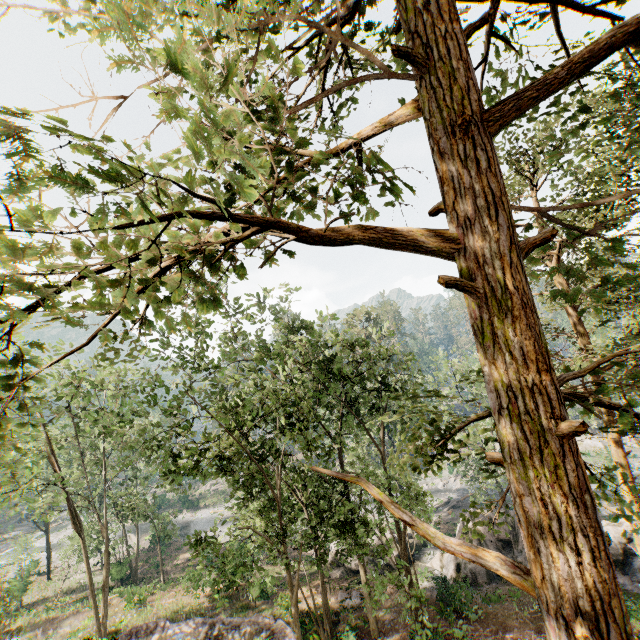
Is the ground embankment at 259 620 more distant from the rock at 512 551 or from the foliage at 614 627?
the foliage at 614 627

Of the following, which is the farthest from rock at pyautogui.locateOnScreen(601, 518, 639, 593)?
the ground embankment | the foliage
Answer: the foliage

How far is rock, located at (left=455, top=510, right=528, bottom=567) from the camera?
22.7m

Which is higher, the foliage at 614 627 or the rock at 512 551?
the foliage at 614 627

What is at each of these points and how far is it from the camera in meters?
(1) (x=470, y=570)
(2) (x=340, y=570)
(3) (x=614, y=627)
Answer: (1) rock, 22.5
(2) rock, 26.8
(3) foliage, 2.5

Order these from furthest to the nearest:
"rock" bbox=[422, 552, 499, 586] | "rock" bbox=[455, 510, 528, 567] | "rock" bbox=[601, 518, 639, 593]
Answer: "rock" bbox=[455, 510, 528, 567] → "rock" bbox=[422, 552, 499, 586] → "rock" bbox=[601, 518, 639, 593]
